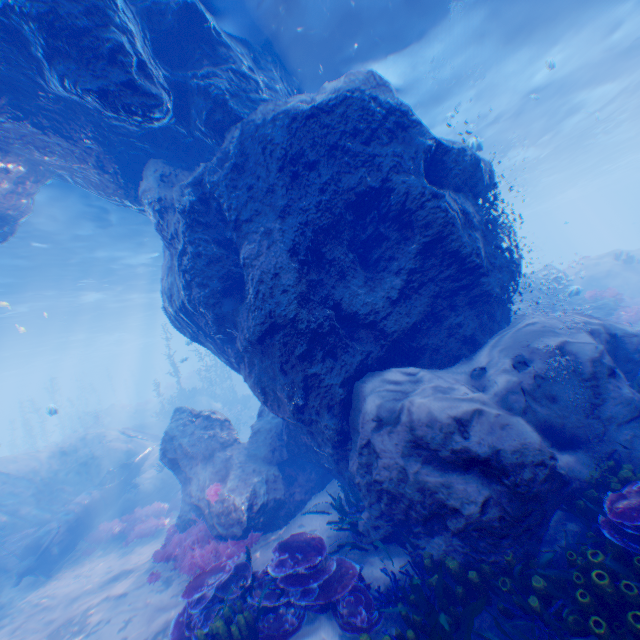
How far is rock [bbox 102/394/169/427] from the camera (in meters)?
32.72

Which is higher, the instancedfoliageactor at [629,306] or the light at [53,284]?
the light at [53,284]

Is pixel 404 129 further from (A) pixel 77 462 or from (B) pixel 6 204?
(A) pixel 77 462

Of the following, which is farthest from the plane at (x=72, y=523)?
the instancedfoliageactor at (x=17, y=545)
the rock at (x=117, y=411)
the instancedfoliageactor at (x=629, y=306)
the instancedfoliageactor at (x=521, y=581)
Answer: the instancedfoliageactor at (x=629, y=306)

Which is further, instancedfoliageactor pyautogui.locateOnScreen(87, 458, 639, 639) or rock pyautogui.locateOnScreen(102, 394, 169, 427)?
rock pyautogui.locateOnScreen(102, 394, 169, 427)

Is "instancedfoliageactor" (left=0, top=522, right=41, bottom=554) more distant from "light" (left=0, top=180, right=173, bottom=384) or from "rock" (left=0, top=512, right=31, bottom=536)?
"light" (left=0, top=180, right=173, bottom=384)

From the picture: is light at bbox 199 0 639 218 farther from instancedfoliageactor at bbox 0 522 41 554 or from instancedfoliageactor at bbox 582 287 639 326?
instancedfoliageactor at bbox 582 287 639 326

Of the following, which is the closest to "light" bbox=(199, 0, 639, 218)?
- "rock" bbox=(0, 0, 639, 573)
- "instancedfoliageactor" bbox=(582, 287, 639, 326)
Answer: "rock" bbox=(0, 0, 639, 573)
